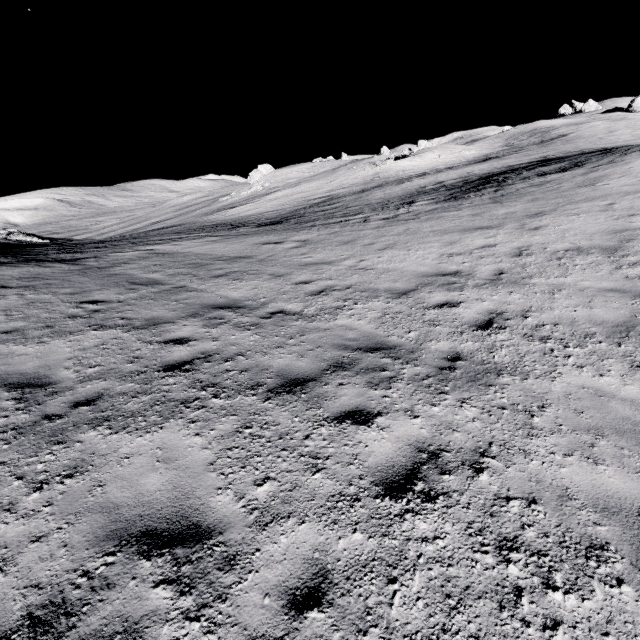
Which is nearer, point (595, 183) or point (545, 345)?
point (545, 345)
